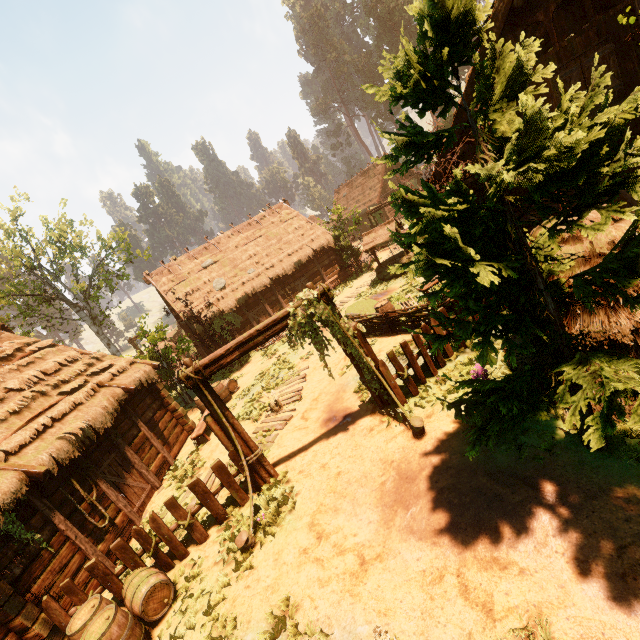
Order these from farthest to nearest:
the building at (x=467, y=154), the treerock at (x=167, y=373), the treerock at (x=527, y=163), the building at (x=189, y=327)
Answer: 1. the building at (x=189, y=327)
2. the treerock at (x=167, y=373)
3. the building at (x=467, y=154)
4. the treerock at (x=527, y=163)

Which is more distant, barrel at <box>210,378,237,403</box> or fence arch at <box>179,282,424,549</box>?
barrel at <box>210,378,237,403</box>

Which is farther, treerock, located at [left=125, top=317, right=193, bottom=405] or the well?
the well

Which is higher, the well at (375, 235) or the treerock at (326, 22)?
the treerock at (326, 22)

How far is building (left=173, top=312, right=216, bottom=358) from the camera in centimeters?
2002cm

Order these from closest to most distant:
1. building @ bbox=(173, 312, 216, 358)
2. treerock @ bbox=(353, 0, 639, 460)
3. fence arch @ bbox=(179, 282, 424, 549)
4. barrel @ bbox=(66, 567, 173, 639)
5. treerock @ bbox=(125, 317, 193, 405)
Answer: treerock @ bbox=(353, 0, 639, 460) → barrel @ bbox=(66, 567, 173, 639) → fence arch @ bbox=(179, 282, 424, 549) → treerock @ bbox=(125, 317, 193, 405) → building @ bbox=(173, 312, 216, 358)

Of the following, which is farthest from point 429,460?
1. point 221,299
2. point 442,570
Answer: point 221,299
